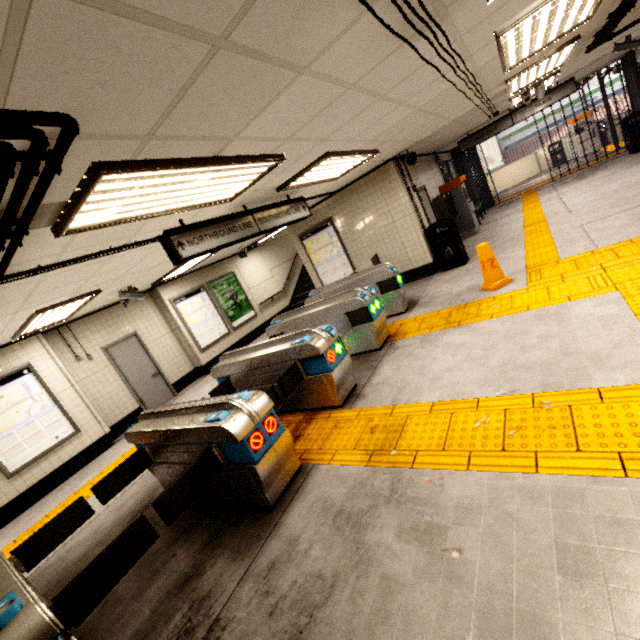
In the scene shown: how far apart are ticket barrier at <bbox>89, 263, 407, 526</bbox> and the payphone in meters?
6.8 m

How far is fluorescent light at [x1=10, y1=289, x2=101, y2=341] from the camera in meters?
5.1 m

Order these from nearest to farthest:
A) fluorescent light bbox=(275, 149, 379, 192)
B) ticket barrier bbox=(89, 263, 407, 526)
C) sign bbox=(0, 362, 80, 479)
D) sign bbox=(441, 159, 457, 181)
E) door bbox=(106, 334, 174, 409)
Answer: ticket barrier bbox=(89, 263, 407, 526) < fluorescent light bbox=(275, 149, 379, 192) < sign bbox=(0, 362, 80, 479) < door bbox=(106, 334, 174, 409) < sign bbox=(441, 159, 457, 181)

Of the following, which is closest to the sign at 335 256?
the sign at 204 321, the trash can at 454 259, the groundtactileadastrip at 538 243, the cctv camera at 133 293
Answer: the groundtactileadastrip at 538 243

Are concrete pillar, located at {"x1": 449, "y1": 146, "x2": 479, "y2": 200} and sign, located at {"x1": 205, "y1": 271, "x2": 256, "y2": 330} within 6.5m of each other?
no

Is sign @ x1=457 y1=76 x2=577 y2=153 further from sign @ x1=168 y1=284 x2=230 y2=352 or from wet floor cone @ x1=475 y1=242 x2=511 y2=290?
sign @ x1=168 y1=284 x2=230 y2=352

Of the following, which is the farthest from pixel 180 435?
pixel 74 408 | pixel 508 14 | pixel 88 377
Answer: pixel 88 377

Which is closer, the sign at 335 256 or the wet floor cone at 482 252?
the wet floor cone at 482 252
